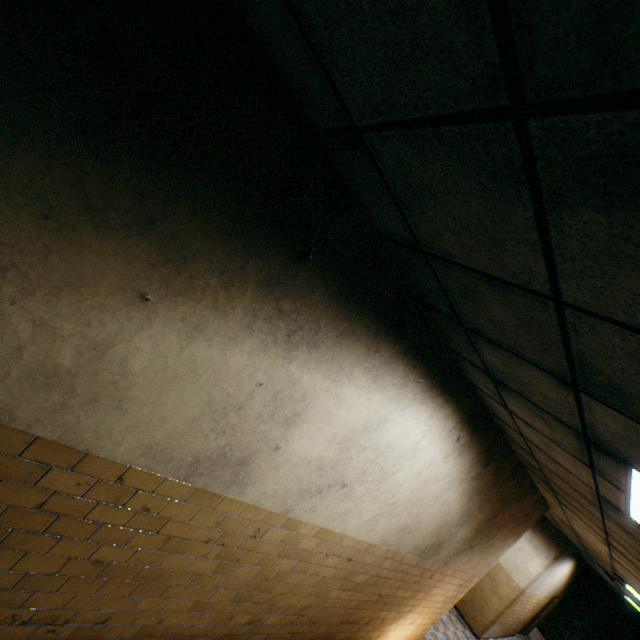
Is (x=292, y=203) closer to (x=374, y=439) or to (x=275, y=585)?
(x=374, y=439)
